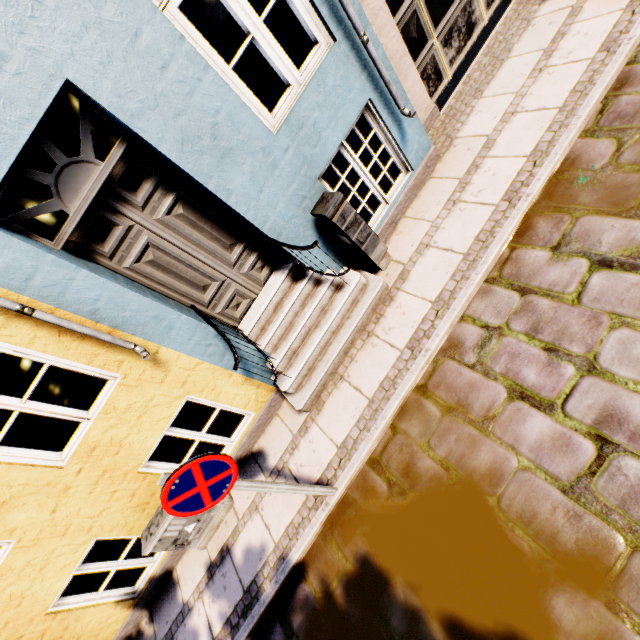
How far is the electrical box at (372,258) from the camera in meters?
3.5 m

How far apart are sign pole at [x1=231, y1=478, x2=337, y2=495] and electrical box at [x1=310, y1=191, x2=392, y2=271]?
2.7m

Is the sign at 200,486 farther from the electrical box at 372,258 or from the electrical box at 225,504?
the electrical box at 372,258

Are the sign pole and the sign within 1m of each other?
yes

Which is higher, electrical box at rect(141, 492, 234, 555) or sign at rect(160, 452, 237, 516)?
sign at rect(160, 452, 237, 516)

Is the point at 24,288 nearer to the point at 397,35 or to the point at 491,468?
the point at 491,468

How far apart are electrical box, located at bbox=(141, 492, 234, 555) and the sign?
1.7m

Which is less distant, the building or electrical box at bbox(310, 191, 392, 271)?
the building
